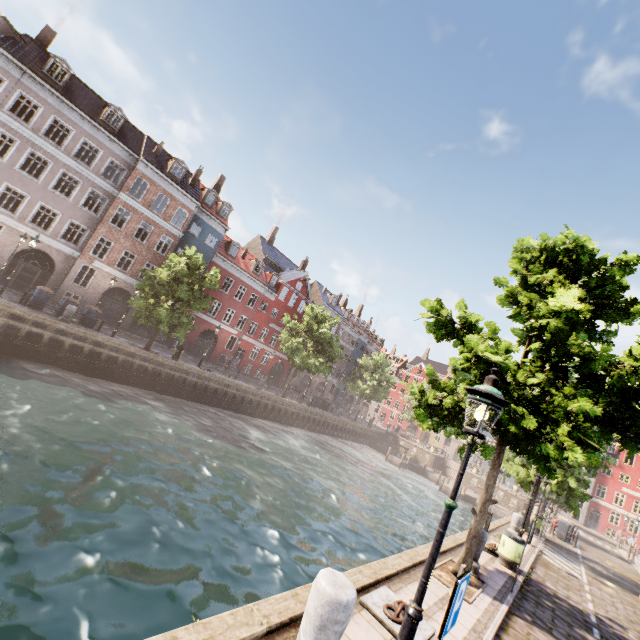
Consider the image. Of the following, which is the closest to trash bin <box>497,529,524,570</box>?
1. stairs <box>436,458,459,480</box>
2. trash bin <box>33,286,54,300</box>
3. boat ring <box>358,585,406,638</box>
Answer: boat ring <box>358,585,406,638</box>

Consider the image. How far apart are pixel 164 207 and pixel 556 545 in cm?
4452

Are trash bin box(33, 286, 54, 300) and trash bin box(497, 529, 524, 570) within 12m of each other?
no

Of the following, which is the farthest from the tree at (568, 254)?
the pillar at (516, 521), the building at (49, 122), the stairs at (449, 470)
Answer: the stairs at (449, 470)

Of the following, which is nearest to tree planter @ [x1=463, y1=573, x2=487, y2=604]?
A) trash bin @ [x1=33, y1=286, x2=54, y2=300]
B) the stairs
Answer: trash bin @ [x1=33, y1=286, x2=54, y2=300]

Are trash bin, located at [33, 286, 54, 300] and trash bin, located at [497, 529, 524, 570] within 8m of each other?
no

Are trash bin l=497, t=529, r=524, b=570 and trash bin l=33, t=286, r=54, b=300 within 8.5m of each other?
no

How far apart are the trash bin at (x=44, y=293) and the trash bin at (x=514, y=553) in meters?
25.6
